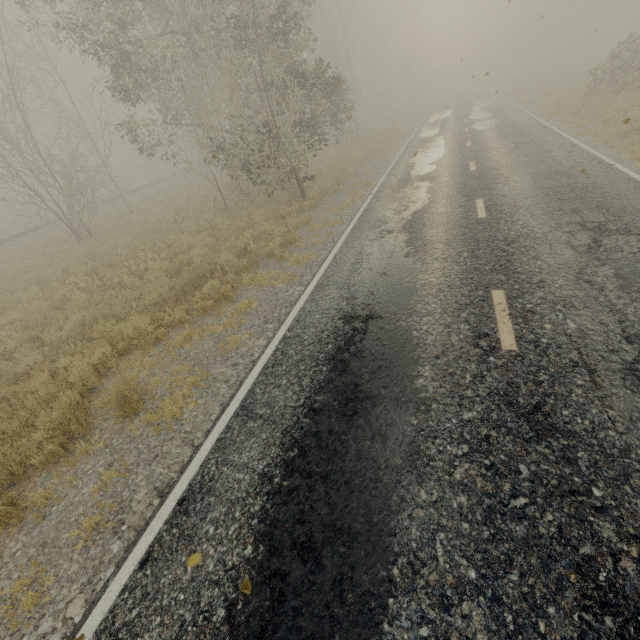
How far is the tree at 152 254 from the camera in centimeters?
1010cm

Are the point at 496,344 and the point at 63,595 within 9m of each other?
yes

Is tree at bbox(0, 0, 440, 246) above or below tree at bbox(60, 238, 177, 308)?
above

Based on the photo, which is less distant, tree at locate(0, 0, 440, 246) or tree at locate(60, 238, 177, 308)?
tree at locate(60, 238, 177, 308)

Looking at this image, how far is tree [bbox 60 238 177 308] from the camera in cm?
1010

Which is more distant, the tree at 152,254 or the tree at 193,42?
the tree at 193,42
